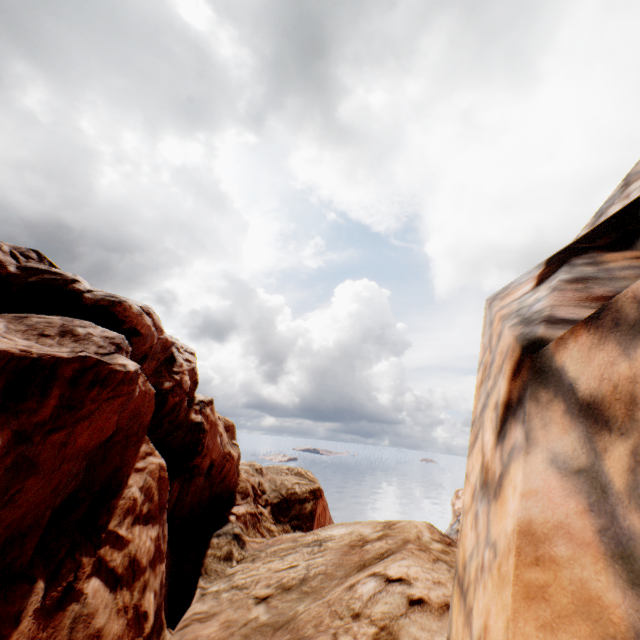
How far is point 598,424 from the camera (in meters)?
2.25
